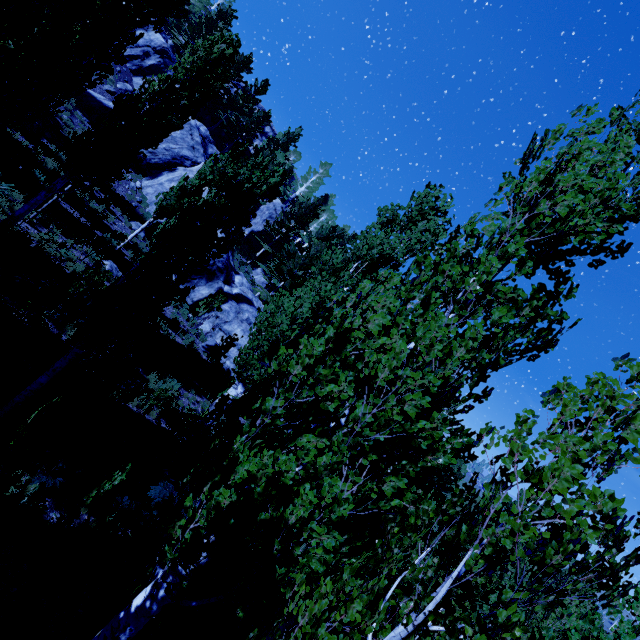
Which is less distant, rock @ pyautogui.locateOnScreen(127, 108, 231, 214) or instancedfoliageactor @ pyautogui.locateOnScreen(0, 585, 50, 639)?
instancedfoliageactor @ pyautogui.locateOnScreen(0, 585, 50, 639)

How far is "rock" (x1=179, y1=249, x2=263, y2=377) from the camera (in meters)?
21.31

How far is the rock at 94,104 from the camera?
23.4 meters

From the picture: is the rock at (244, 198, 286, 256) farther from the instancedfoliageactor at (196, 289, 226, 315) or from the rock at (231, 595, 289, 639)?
the rock at (231, 595, 289, 639)

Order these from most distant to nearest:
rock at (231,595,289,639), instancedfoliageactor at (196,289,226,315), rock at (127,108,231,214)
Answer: rock at (127,108,231,214)
instancedfoliageactor at (196,289,226,315)
rock at (231,595,289,639)

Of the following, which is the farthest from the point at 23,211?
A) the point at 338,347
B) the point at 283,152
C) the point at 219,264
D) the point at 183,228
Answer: the point at 283,152

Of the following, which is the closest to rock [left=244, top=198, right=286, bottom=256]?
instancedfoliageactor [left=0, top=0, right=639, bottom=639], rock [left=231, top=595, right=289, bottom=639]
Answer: instancedfoliageactor [left=0, top=0, right=639, bottom=639]

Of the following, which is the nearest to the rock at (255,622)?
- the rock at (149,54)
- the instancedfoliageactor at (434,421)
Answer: the instancedfoliageactor at (434,421)
